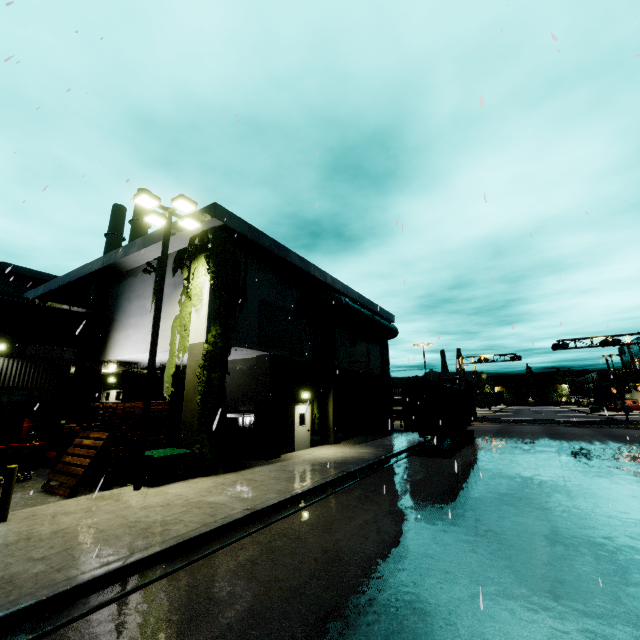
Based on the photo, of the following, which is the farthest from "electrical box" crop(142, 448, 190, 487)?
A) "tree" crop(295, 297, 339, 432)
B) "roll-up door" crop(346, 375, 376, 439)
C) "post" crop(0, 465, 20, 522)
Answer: "roll-up door" crop(346, 375, 376, 439)

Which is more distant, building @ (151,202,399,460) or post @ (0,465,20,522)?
building @ (151,202,399,460)

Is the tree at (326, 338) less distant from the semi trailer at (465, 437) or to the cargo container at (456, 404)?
the cargo container at (456, 404)

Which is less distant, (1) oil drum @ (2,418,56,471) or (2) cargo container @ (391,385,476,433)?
(1) oil drum @ (2,418,56,471)

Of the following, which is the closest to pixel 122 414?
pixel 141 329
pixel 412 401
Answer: pixel 141 329

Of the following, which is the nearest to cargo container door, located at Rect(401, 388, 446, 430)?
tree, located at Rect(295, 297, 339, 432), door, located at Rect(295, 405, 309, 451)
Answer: tree, located at Rect(295, 297, 339, 432)

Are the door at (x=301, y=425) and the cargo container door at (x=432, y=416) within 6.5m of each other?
yes

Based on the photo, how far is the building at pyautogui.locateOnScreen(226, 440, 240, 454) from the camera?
16.33m
